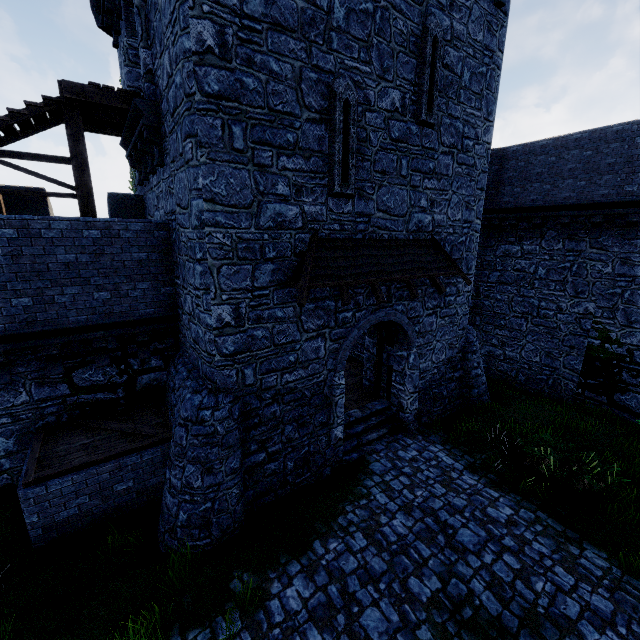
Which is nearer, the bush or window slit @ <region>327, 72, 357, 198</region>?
window slit @ <region>327, 72, 357, 198</region>

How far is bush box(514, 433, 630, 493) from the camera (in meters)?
7.92

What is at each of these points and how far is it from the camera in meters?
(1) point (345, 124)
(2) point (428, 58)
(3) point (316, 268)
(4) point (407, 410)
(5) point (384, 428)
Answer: (1) window slit, 7.3 m
(2) window slit, 8.2 m
(3) awning, 7.3 m
(4) building, 11.1 m
(5) stairs, 10.8 m

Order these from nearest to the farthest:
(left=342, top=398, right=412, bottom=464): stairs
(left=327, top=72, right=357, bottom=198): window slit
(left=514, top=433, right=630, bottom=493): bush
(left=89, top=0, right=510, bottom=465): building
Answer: (left=89, top=0, right=510, bottom=465): building → (left=327, top=72, right=357, bottom=198): window slit → (left=514, top=433, right=630, bottom=493): bush → (left=342, top=398, right=412, bottom=464): stairs

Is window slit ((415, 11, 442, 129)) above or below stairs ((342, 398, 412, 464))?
above

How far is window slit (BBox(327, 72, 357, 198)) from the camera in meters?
7.0

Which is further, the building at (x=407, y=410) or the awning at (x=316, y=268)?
the awning at (x=316, y=268)

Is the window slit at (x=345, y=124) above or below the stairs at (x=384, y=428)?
above
